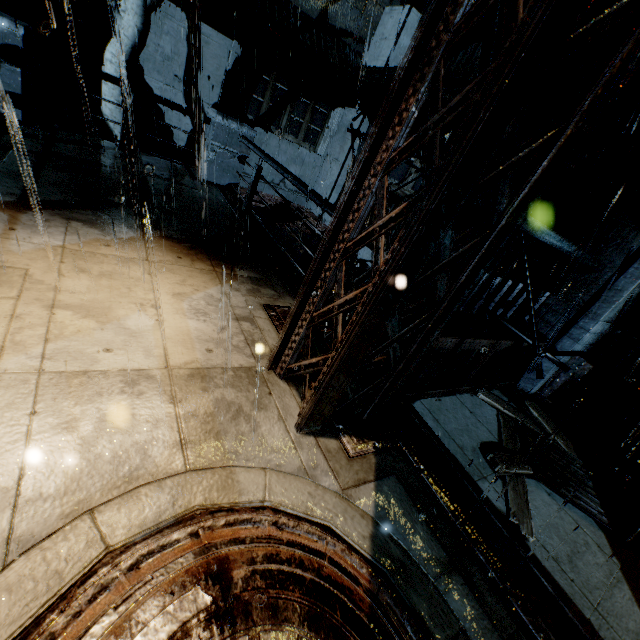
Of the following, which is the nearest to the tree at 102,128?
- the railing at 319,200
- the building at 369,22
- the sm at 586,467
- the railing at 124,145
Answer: the building at 369,22

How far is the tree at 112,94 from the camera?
9.2m

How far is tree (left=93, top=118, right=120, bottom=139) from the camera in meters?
9.6

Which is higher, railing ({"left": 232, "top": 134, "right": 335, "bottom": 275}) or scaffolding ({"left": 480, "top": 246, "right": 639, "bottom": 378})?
railing ({"left": 232, "top": 134, "right": 335, "bottom": 275})

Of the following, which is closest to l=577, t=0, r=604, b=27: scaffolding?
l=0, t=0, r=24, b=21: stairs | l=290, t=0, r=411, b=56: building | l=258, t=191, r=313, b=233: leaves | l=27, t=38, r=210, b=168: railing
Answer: l=290, t=0, r=411, b=56: building

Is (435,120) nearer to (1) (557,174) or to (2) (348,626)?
(1) (557,174)

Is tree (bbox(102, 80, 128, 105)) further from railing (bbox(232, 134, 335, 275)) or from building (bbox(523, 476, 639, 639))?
railing (bbox(232, 134, 335, 275))
